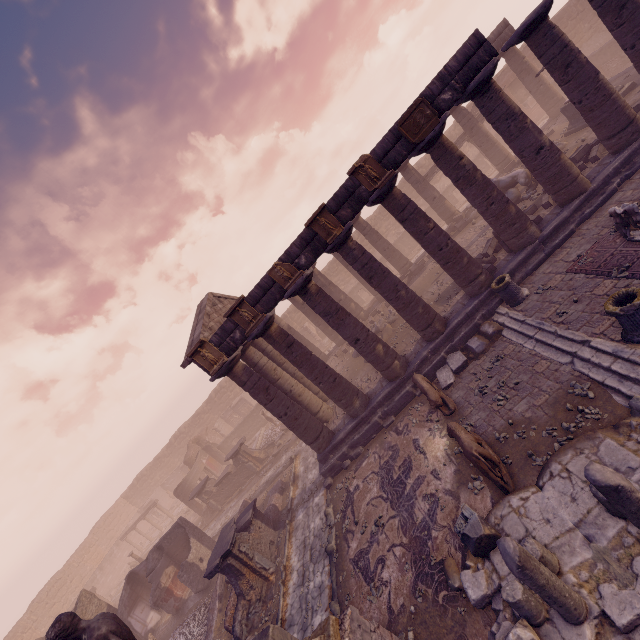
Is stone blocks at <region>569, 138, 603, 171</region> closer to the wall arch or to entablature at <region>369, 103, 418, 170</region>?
entablature at <region>369, 103, 418, 170</region>

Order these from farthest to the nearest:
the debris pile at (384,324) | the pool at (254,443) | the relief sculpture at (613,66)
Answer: the pool at (254,443) < the relief sculpture at (613,66) < the debris pile at (384,324)

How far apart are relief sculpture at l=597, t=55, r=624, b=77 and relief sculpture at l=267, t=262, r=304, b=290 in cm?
2553

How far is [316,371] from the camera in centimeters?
1255cm

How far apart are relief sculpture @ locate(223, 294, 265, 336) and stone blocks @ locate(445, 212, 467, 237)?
13.95m

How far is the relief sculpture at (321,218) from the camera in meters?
11.1 m

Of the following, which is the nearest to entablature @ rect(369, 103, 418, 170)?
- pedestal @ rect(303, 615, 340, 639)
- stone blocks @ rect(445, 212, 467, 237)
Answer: stone blocks @ rect(445, 212, 467, 237)

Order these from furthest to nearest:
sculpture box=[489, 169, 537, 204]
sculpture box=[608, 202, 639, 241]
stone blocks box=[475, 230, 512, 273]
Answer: sculpture box=[489, 169, 537, 204] → stone blocks box=[475, 230, 512, 273] → sculpture box=[608, 202, 639, 241]
